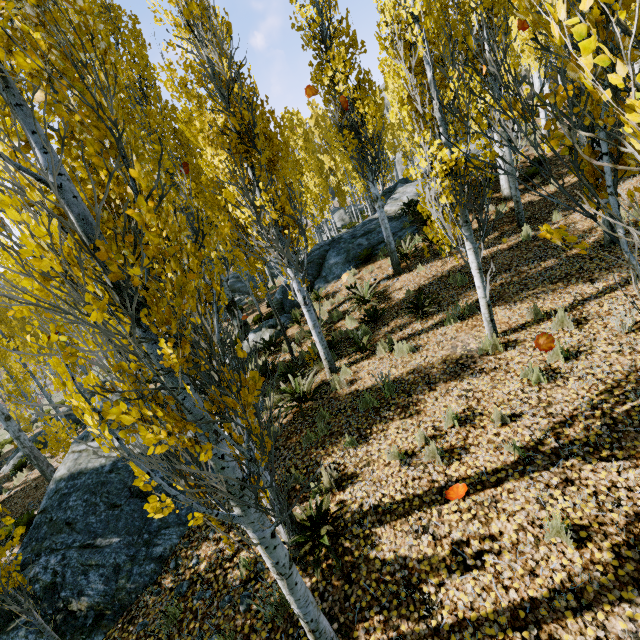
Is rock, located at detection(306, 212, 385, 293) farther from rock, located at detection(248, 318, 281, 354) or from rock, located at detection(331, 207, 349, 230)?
rock, located at detection(331, 207, 349, 230)

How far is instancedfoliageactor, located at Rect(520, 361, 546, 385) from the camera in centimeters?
491cm

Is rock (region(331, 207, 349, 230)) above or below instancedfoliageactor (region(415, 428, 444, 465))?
above

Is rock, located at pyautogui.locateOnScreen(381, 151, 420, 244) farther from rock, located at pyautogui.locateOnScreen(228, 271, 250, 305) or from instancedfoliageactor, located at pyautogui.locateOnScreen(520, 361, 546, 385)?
rock, located at pyautogui.locateOnScreen(228, 271, 250, 305)

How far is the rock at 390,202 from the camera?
13.47m

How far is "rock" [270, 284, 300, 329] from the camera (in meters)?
12.80

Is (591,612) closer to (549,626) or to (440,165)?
(549,626)

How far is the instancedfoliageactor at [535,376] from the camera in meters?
4.9
